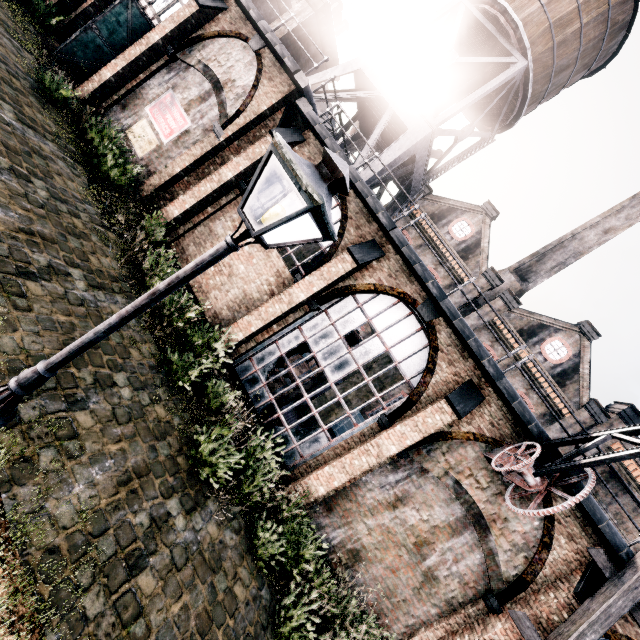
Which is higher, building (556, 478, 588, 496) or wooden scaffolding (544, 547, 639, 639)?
building (556, 478, 588, 496)

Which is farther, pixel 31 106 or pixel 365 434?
pixel 365 434

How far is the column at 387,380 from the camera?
16.38m

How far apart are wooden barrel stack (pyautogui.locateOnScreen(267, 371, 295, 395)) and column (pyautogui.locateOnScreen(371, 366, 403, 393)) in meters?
4.2

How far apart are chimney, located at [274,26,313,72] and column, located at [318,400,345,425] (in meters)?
17.91

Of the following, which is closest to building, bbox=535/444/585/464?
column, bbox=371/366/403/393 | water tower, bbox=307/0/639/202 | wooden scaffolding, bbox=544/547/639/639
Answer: wooden scaffolding, bbox=544/547/639/639

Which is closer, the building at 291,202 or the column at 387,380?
the building at 291,202

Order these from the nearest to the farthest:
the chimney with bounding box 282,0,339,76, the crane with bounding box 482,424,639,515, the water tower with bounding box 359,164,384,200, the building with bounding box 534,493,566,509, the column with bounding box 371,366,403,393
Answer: the crane with bounding box 482,424,639,515 < the building with bounding box 534,493,566,509 < the water tower with bounding box 359,164,384,200 < the column with bounding box 371,366,403,393 < the chimney with bounding box 282,0,339,76
